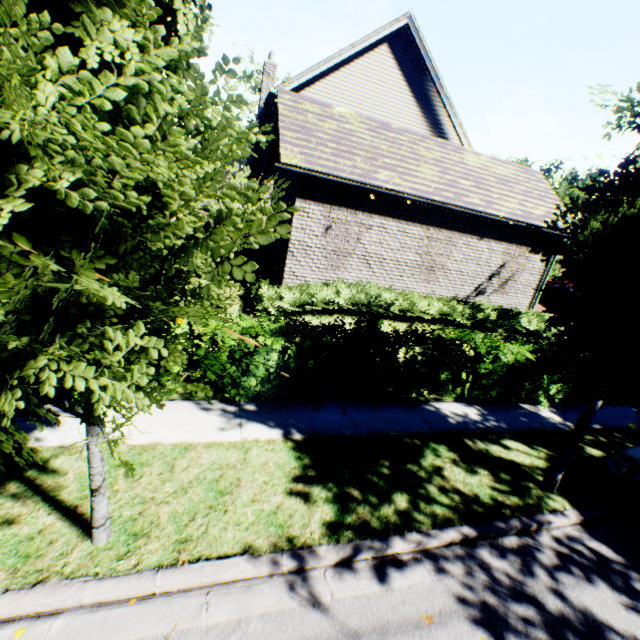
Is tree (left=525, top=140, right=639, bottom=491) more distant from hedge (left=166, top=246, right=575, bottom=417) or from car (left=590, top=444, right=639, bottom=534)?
hedge (left=166, top=246, right=575, bottom=417)

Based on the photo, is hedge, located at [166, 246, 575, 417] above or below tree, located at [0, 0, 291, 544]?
below

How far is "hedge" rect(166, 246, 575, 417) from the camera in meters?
6.1 m

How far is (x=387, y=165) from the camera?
9.9m

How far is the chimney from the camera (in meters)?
15.55

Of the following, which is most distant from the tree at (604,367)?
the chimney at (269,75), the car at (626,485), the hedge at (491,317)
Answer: the chimney at (269,75)

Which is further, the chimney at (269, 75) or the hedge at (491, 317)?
the chimney at (269, 75)

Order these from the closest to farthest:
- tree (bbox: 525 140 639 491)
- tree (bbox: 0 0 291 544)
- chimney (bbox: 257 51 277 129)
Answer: tree (bbox: 0 0 291 544) < tree (bbox: 525 140 639 491) < chimney (bbox: 257 51 277 129)
